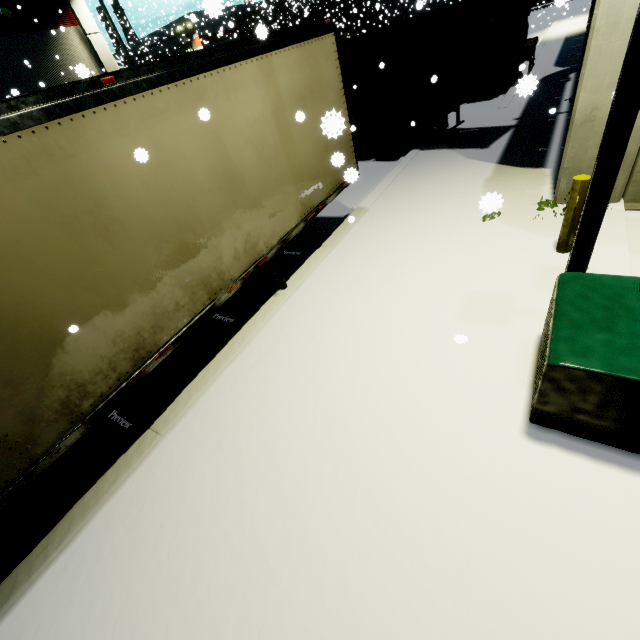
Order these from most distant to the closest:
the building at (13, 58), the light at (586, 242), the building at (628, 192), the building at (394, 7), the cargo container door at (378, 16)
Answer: the cargo container door at (378, 16), the building at (394, 7), the building at (13, 58), the building at (628, 192), the light at (586, 242)

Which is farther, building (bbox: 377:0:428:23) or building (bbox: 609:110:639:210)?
building (bbox: 377:0:428:23)

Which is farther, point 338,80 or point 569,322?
point 338,80

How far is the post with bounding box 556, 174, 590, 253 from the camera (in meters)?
4.46

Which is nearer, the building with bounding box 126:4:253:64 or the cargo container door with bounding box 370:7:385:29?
the building with bounding box 126:4:253:64

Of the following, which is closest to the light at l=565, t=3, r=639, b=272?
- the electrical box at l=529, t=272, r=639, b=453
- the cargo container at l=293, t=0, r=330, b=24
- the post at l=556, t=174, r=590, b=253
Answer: the electrical box at l=529, t=272, r=639, b=453

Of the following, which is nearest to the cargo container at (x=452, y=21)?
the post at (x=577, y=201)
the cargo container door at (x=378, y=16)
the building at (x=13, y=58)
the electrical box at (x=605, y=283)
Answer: the cargo container door at (x=378, y=16)

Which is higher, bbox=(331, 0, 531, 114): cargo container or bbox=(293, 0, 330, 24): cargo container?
bbox=(293, 0, 330, 24): cargo container
